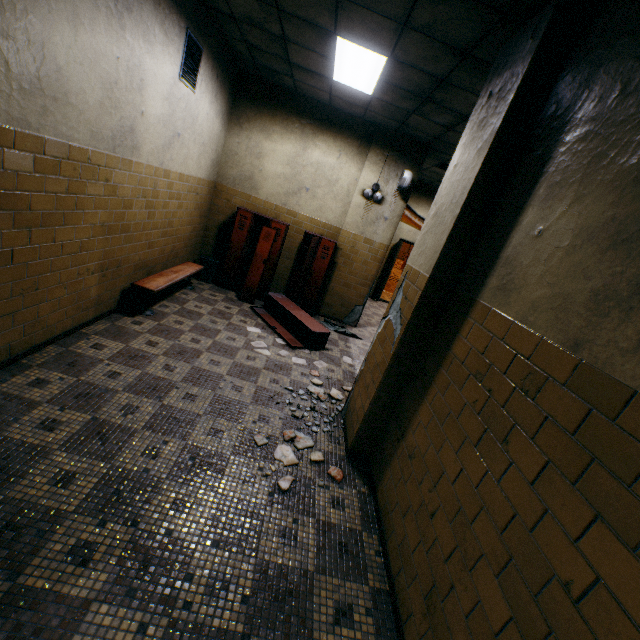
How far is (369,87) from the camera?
4.62m

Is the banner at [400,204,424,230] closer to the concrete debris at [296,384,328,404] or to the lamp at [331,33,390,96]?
the lamp at [331,33,390,96]

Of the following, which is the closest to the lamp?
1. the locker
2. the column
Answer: the column

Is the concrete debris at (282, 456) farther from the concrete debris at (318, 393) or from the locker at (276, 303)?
the locker at (276, 303)

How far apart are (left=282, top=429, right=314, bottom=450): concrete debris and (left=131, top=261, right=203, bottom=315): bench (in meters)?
2.73

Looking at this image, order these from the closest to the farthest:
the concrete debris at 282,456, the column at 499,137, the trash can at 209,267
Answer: the column at 499,137
the concrete debris at 282,456
the trash can at 209,267

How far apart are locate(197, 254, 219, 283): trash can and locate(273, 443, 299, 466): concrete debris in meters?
4.4

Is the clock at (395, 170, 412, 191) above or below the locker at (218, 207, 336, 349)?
above
